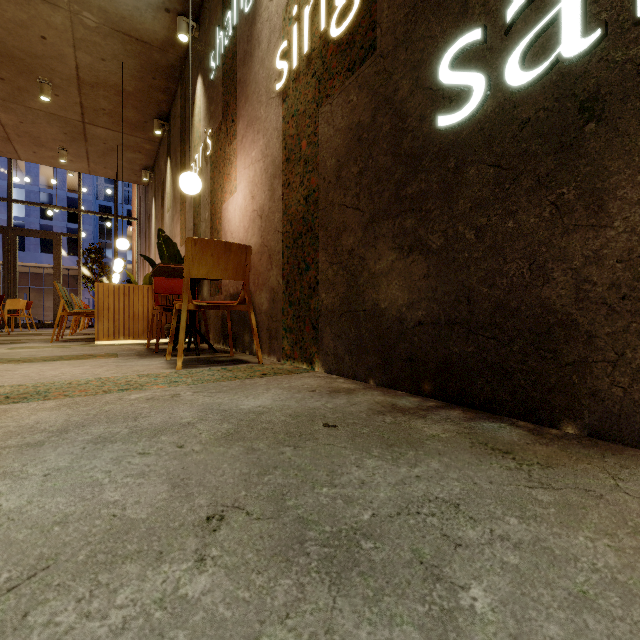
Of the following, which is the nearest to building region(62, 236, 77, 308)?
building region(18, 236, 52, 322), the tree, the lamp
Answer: building region(18, 236, 52, 322)

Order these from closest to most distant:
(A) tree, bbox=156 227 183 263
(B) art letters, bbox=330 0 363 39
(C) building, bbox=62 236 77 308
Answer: (B) art letters, bbox=330 0 363 39 → (A) tree, bbox=156 227 183 263 → (C) building, bbox=62 236 77 308

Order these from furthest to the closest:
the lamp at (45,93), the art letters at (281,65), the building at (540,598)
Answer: the lamp at (45,93) → the art letters at (281,65) → the building at (540,598)

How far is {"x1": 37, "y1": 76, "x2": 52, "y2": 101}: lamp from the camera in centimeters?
564cm

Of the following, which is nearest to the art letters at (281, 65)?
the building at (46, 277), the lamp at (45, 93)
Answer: the lamp at (45, 93)

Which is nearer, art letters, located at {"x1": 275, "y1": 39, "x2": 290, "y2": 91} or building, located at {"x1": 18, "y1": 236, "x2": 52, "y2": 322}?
art letters, located at {"x1": 275, "y1": 39, "x2": 290, "y2": 91}

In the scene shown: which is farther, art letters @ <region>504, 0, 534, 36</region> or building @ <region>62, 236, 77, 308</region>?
building @ <region>62, 236, 77, 308</region>

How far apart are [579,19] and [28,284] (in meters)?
48.10
